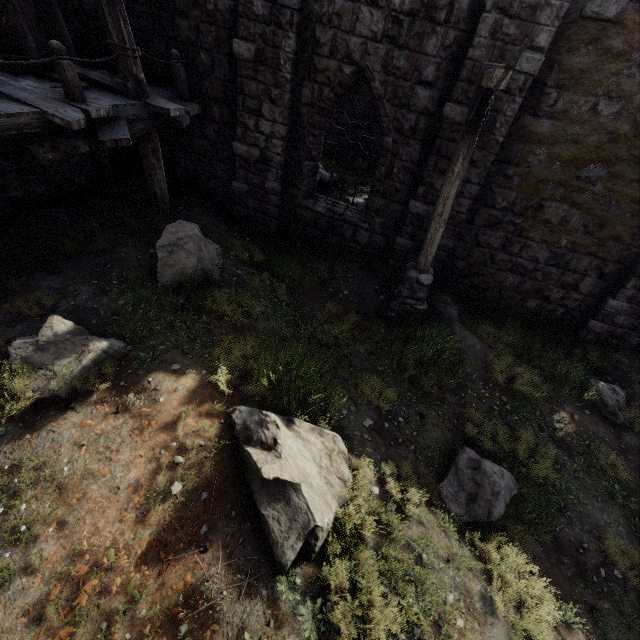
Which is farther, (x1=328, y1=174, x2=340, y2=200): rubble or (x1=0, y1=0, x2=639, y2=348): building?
(x1=328, y1=174, x2=340, y2=200): rubble

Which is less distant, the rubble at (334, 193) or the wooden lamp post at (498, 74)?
the wooden lamp post at (498, 74)

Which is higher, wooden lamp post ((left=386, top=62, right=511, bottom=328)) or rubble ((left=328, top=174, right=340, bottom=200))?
rubble ((left=328, top=174, right=340, bottom=200))

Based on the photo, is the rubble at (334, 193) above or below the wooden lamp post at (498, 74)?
above

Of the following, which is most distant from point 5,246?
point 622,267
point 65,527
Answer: point 622,267

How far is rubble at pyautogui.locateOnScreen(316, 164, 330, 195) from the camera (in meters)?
11.69

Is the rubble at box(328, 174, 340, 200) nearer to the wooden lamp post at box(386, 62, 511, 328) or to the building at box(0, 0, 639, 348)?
the building at box(0, 0, 639, 348)
